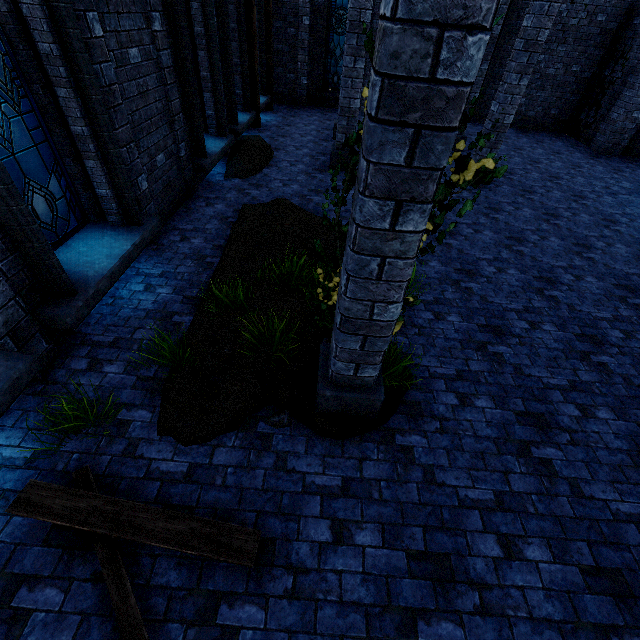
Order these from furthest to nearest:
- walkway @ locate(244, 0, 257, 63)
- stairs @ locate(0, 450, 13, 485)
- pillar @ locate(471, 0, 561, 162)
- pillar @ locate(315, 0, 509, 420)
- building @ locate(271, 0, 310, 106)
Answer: building @ locate(271, 0, 310, 106), walkway @ locate(244, 0, 257, 63), pillar @ locate(471, 0, 561, 162), stairs @ locate(0, 450, 13, 485), pillar @ locate(315, 0, 509, 420)

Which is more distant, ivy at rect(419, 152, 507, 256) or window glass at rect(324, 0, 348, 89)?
window glass at rect(324, 0, 348, 89)

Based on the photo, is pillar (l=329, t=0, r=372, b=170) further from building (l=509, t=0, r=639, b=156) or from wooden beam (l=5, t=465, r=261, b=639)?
wooden beam (l=5, t=465, r=261, b=639)

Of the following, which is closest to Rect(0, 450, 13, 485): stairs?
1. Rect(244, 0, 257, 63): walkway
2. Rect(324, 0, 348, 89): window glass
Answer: Rect(244, 0, 257, 63): walkway

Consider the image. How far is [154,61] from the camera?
5.44m

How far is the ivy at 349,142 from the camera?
2.24m

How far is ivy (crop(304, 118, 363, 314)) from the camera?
2.24m

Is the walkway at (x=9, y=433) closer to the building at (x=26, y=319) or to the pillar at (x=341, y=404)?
the building at (x=26, y=319)
